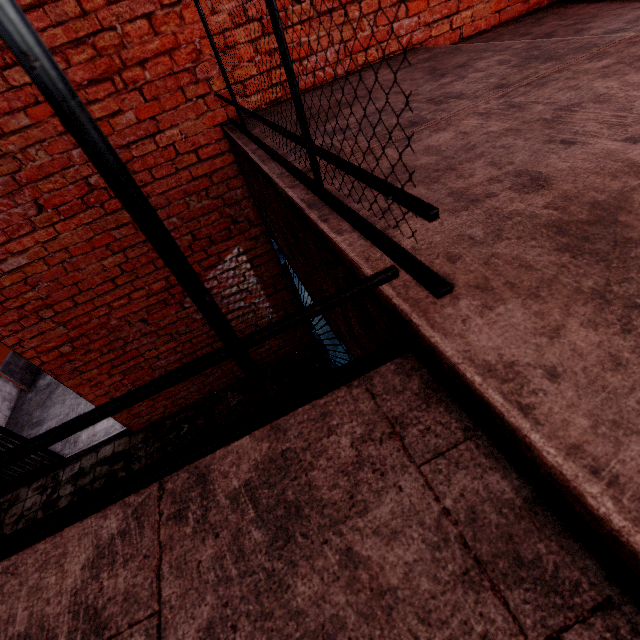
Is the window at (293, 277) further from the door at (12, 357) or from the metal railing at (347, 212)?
the door at (12, 357)

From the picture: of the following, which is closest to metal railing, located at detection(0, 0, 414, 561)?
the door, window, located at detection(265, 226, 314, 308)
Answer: window, located at detection(265, 226, 314, 308)

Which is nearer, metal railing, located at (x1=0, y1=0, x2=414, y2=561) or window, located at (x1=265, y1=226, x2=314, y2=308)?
metal railing, located at (x1=0, y1=0, x2=414, y2=561)

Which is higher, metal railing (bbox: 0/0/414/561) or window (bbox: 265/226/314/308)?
metal railing (bbox: 0/0/414/561)

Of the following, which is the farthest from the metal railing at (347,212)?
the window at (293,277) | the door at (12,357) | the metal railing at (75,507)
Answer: the door at (12,357)

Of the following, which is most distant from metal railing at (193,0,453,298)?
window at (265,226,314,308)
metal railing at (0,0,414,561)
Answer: window at (265,226,314,308)

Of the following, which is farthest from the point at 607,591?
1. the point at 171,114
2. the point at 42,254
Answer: the point at 42,254

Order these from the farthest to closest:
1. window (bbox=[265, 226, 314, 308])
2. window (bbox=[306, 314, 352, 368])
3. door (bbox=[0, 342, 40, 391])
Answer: door (bbox=[0, 342, 40, 391])
window (bbox=[265, 226, 314, 308])
window (bbox=[306, 314, 352, 368])
